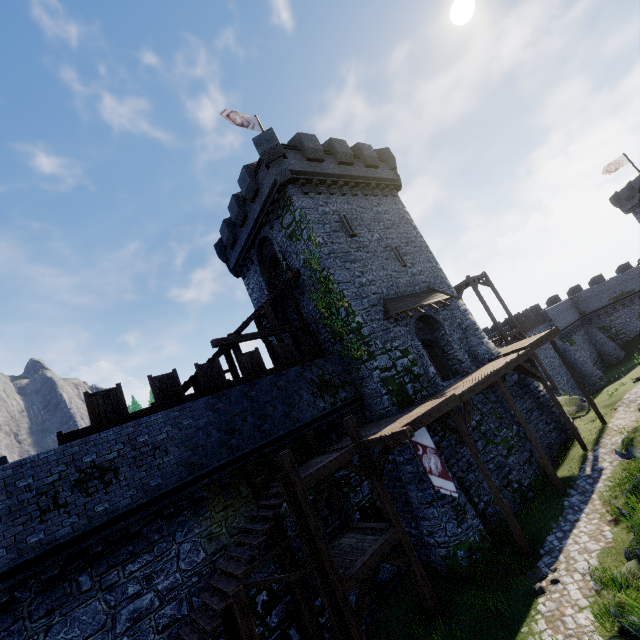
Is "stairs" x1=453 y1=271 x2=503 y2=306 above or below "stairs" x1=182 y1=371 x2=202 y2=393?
above

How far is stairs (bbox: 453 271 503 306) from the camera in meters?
28.0 m

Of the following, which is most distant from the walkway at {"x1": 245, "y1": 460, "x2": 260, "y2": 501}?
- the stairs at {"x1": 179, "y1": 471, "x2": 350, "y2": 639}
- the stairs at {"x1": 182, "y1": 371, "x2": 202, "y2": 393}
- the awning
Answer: → the awning

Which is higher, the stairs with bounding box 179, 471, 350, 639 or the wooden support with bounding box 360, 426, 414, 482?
the wooden support with bounding box 360, 426, 414, 482

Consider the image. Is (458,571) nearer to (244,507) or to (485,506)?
(485,506)

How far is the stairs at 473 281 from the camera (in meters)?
27.95

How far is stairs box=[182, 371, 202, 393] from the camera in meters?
14.2

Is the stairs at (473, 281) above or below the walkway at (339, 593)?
above
